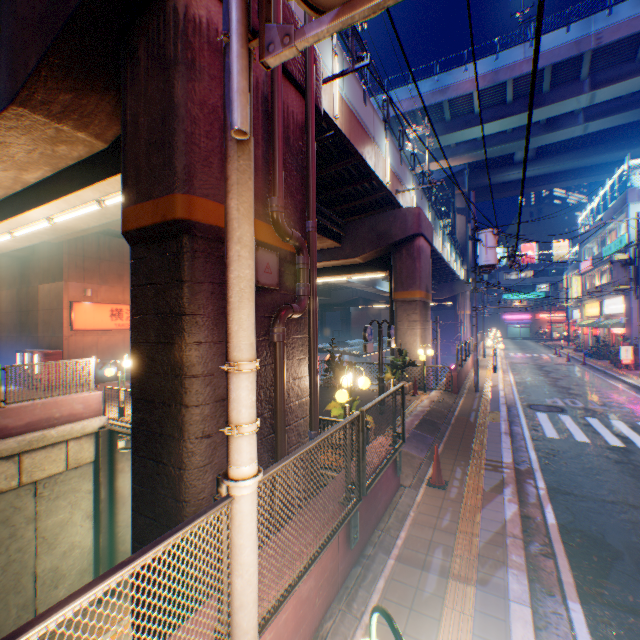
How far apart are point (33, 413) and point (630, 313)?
33.6 meters

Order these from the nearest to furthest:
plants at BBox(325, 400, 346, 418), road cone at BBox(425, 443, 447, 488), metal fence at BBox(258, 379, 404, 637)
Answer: metal fence at BBox(258, 379, 404, 637) < road cone at BBox(425, 443, 447, 488) < plants at BBox(325, 400, 346, 418)

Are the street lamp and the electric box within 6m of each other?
yes

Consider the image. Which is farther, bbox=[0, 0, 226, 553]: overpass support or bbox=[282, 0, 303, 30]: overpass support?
bbox=[282, 0, 303, 30]: overpass support

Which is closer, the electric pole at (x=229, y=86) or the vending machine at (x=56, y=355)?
the electric pole at (x=229, y=86)

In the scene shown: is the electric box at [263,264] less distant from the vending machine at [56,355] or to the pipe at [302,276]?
the pipe at [302,276]

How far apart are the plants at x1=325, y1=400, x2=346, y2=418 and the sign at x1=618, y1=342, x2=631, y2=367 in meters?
23.0

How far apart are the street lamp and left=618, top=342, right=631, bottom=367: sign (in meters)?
24.23
